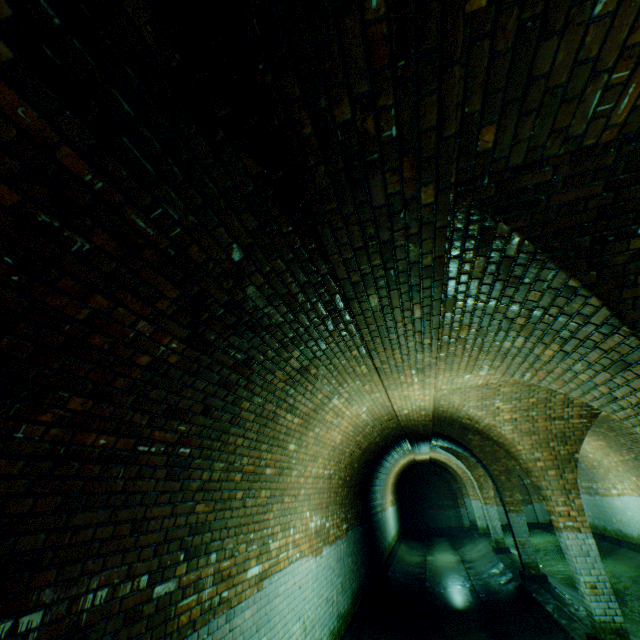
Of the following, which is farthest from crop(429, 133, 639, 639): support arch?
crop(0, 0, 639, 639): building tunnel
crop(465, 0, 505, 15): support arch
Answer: crop(465, 0, 505, 15): support arch

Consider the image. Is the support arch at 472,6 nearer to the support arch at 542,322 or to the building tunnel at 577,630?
the building tunnel at 577,630

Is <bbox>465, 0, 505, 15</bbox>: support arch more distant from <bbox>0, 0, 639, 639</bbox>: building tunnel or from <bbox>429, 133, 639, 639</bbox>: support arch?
<bbox>429, 133, 639, 639</bbox>: support arch

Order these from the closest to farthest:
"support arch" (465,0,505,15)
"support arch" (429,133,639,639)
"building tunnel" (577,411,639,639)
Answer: "support arch" (465,0,505,15) < "support arch" (429,133,639,639) < "building tunnel" (577,411,639,639)

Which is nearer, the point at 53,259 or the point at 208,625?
the point at 53,259

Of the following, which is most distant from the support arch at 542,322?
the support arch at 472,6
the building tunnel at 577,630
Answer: the support arch at 472,6
